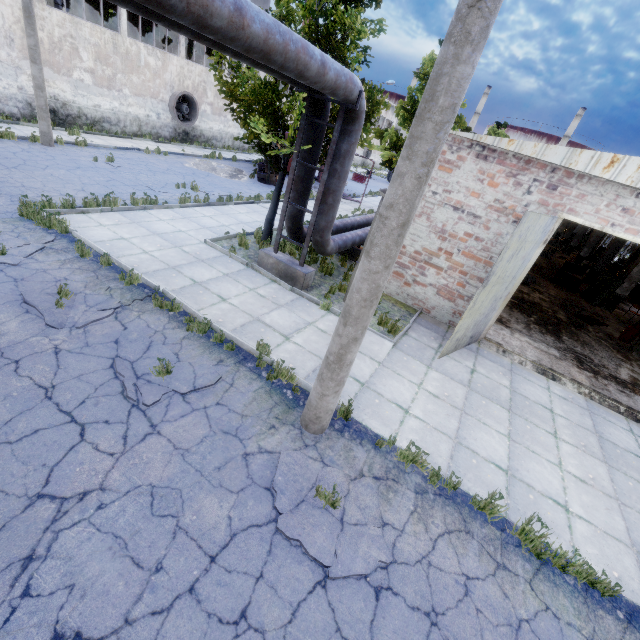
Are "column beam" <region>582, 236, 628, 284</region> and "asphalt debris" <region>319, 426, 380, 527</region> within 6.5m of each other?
no

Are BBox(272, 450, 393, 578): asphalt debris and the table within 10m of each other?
no

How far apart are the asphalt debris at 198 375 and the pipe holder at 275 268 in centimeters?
432cm

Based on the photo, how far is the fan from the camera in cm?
2273

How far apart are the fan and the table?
26.91m

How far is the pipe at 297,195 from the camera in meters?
9.0 m

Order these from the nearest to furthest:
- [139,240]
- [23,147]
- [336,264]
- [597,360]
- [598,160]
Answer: [598,160]
[139,240]
[597,360]
[336,264]
[23,147]

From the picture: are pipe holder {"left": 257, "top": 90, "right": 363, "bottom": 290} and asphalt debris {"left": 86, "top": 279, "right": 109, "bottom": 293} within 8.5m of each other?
yes
